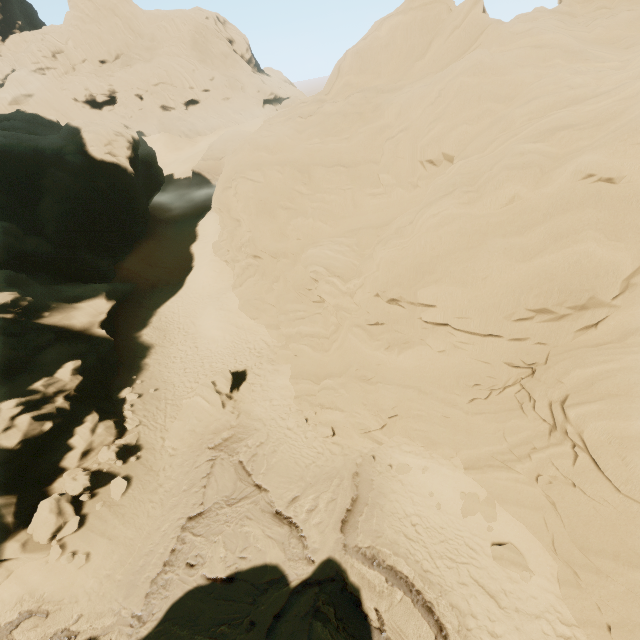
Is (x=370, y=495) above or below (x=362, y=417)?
below

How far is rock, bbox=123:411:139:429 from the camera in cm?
1773

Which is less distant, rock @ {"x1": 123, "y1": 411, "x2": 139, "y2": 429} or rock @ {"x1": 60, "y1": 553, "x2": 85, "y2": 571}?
rock @ {"x1": 60, "y1": 553, "x2": 85, "y2": 571}

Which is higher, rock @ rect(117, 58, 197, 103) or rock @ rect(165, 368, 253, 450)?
rock @ rect(117, 58, 197, 103)

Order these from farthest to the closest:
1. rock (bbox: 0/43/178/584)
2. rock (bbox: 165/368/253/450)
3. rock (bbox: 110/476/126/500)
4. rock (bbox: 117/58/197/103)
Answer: rock (bbox: 117/58/197/103) < rock (bbox: 165/368/253/450) < rock (bbox: 110/476/126/500) < rock (bbox: 0/43/178/584)

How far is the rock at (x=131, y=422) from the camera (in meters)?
17.73
